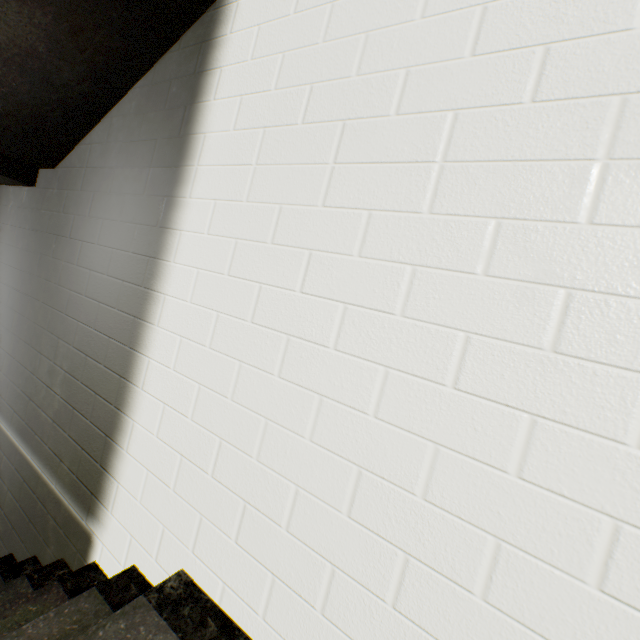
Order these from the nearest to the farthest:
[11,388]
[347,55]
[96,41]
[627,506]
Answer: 1. [627,506]
2. [347,55]
3. [96,41]
4. [11,388]

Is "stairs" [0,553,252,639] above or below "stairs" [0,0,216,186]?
below

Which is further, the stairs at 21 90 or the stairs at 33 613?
the stairs at 21 90

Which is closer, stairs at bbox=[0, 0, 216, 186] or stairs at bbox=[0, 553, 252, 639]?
stairs at bbox=[0, 553, 252, 639]

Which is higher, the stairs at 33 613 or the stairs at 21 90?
the stairs at 21 90
